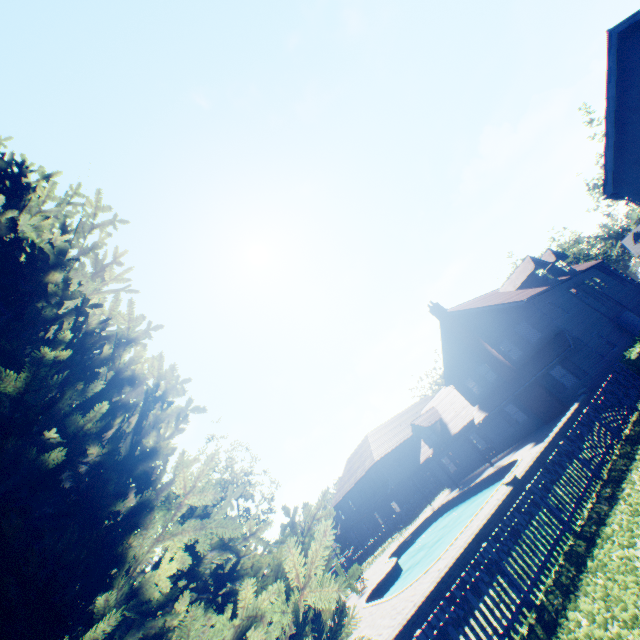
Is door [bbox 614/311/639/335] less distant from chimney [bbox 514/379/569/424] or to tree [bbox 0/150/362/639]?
chimney [bbox 514/379/569/424]

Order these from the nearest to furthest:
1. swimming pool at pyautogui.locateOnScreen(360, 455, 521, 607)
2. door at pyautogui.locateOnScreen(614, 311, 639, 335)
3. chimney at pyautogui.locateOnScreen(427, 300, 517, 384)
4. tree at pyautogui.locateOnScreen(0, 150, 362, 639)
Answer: tree at pyautogui.locateOnScreen(0, 150, 362, 639), swimming pool at pyautogui.locateOnScreen(360, 455, 521, 607), door at pyautogui.locateOnScreen(614, 311, 639, 335), chimney at pyautogui.locateOnScreen(427, 300, 517, 384)

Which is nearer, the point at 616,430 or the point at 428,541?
the point at 616,430

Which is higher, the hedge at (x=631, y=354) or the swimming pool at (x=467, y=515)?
the hedge at (x=631, y=354)

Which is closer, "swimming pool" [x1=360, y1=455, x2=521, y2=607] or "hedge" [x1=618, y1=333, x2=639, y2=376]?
"hedge" [x1=618, y1=333, x2=639, y2=376]

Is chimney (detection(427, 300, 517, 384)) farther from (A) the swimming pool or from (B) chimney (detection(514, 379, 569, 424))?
(A) the swimming pool

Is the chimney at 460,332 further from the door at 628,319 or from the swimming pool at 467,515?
the door at 628,319

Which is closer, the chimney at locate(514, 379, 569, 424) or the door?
the chimney at locate(514, 379, 569, 424)
